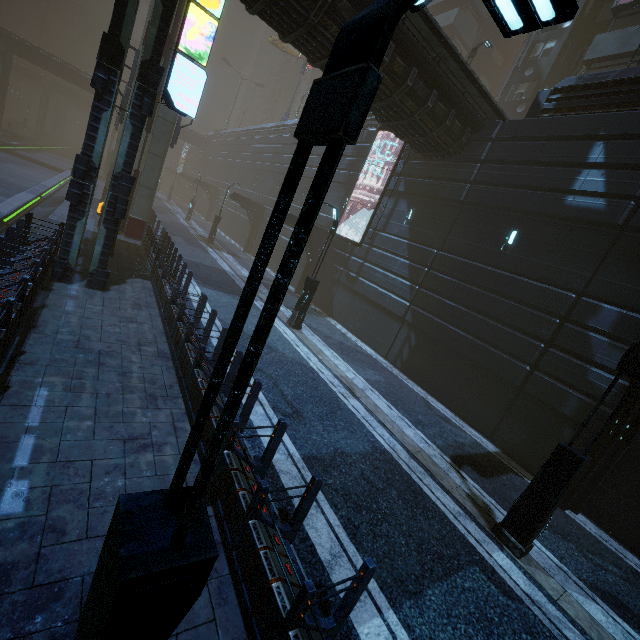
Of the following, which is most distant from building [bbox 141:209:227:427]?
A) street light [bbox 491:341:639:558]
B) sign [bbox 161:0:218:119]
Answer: street light [bbox 491:341:639:558]

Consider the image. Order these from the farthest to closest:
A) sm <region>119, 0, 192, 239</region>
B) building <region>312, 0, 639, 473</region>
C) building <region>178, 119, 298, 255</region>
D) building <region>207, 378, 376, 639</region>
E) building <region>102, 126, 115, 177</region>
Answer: building <region>102, 126, 115, 177</region> → building <region>178, 119, 298, 255</region> → sm <region>119, 0, 192, 239</region> → building <region>312, 0, 639, 473</region> → building <region>207, 378, 376, 639</region>

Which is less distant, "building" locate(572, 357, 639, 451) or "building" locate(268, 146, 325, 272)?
"building" locate(572, 357, 639, 451)

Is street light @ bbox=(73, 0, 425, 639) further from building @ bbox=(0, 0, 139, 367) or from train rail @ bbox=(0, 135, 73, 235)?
train rail @ bbox=(0, 135, 73, 235)

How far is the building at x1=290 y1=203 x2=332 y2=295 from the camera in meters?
21.7 m

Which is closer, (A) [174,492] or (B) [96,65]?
(A) [174,492]

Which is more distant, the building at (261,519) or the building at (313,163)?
the building at (313,163)

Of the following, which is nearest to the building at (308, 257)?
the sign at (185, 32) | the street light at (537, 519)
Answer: the sign at (185, 32)
